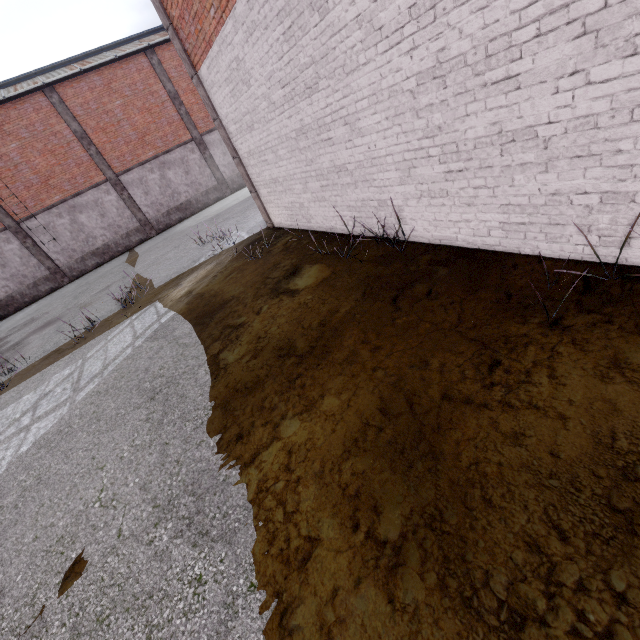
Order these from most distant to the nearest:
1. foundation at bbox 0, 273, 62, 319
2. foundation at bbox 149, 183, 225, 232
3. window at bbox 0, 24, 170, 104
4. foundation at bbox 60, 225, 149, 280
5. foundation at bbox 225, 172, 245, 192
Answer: foundation at bbox 225, 172, 245, 192
foundation at bbox 149, 183, 225, 232
foundation at bbox 60, 225, 149, 280
foundation at bbox 0, 273, 62, 319
window at bbox 0, 24, 170, 104

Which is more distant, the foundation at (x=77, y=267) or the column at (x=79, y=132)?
the foundation at (x=77, y=267)

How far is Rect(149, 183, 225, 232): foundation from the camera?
21.8m

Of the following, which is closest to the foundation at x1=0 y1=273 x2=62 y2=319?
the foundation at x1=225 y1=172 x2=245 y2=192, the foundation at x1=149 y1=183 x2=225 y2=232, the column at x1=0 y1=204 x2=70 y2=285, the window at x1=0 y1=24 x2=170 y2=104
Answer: the column at x1=0 y1=204 x2=70 y2=285

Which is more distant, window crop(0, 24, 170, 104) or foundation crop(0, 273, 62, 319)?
foundation crop(0, 273, 62, 319)

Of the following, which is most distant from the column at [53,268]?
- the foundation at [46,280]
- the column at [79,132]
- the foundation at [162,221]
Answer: the foundation at [162,221]

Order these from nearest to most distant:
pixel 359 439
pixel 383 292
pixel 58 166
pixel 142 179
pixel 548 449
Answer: pixel 548 449, pixel 359 439, pixel 383 292, pixel 58 166, pixel 142 179

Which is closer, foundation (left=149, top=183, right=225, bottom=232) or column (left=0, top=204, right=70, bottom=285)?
column (left=0, top=204, right=70, bottom=285)
